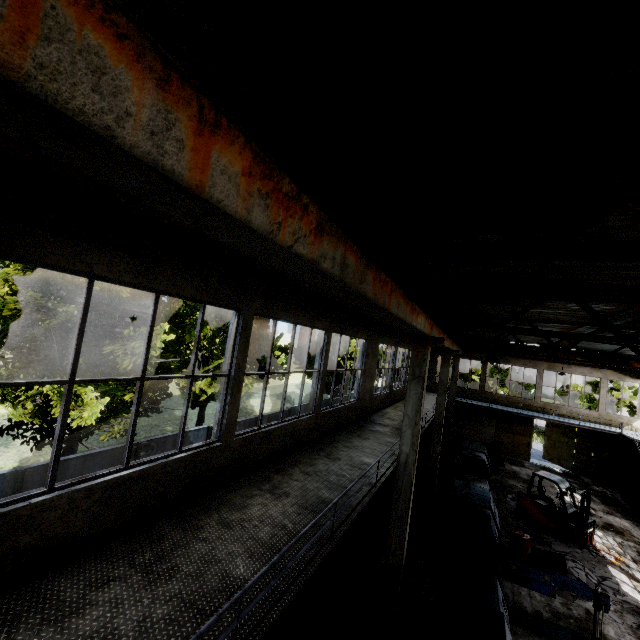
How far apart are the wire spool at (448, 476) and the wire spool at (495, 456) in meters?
5.0

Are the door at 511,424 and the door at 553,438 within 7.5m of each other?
yes

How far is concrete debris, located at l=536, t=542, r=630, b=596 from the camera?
11.4m

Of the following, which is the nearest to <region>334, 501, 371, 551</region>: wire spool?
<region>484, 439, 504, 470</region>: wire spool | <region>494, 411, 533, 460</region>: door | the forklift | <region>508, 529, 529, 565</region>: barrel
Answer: <region>508, 529, 529, 565</region>: barrel

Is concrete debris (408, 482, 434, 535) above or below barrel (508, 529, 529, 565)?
below

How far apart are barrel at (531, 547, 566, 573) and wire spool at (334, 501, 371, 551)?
6.1m

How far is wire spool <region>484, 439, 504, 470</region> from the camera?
21.8m

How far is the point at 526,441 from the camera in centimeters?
2642cm
